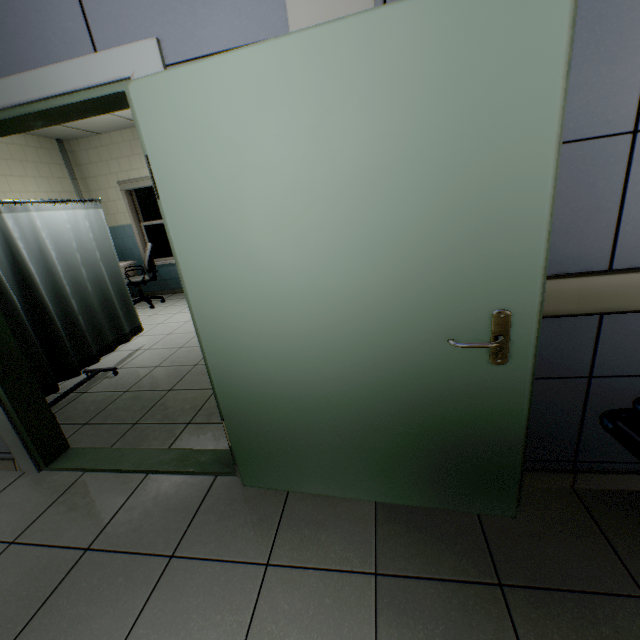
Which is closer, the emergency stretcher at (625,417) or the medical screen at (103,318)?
the emergency stretcher at (625,417)

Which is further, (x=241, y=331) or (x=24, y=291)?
(x=24, y=291)

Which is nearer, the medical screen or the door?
the door

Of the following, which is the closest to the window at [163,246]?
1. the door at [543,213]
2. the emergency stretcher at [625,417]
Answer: the door at [543,213]

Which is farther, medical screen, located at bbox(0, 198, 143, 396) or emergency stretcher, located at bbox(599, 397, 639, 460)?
medical screen, located at bbox(0, 198, 143, 396)

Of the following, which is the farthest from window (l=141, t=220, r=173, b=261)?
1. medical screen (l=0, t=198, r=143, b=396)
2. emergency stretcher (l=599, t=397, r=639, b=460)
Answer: emergency stretcher (l=599, t=397, r=639, b=460)

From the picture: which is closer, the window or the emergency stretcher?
the emergency stretcher
